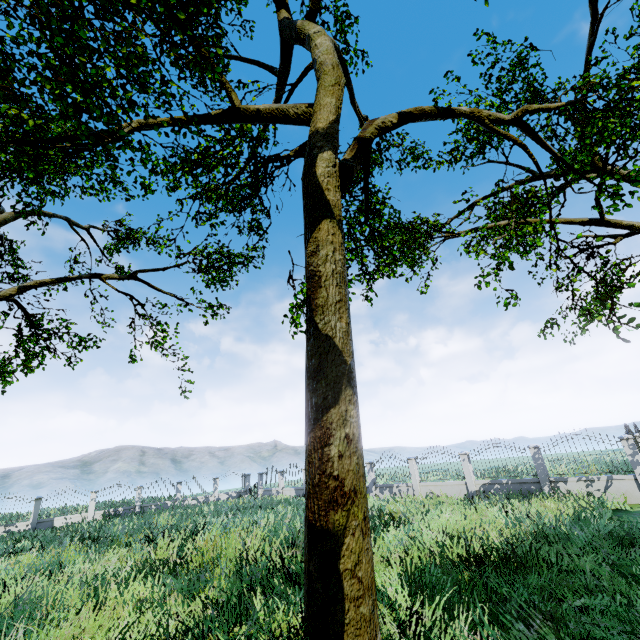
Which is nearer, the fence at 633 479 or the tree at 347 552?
the tree at 347 552

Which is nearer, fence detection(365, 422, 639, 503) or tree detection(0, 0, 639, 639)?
tree detection(0, 0, 639, 639)

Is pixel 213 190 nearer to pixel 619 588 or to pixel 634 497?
pixel 619 588
